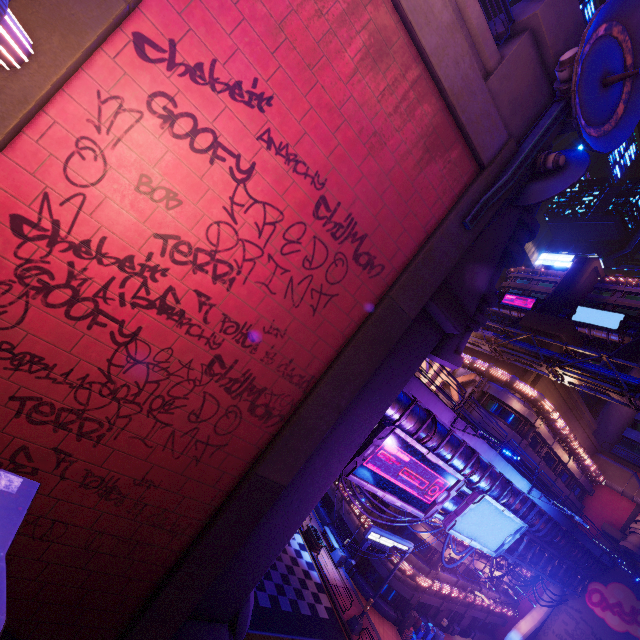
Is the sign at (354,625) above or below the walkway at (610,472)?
below

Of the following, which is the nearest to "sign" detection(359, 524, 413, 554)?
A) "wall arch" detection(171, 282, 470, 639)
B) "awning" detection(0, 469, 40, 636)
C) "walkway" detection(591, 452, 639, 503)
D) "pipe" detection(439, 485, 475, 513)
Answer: "pipe" detection(439, 485, 475, 513)

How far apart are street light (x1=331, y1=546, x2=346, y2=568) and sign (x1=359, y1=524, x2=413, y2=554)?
5.0 meters

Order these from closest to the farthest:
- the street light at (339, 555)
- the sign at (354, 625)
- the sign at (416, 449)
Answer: the sign at (416, 449) < the sign at (354, 625) < the street light at (339, 555)

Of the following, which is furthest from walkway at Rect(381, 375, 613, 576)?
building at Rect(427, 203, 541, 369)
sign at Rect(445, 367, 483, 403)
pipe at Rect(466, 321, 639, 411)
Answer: pipe at Rect(466, 321, 639, 411)

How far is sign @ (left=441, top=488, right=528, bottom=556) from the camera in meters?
17.9

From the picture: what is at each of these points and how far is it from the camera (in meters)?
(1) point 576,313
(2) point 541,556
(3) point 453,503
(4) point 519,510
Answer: (1) sign, 53.88
(2) pipe, 27.52
(3) pipe, 19.52
(4) walkway, 21.73

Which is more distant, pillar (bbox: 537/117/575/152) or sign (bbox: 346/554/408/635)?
sign (bbox: 346/554/408/635)
